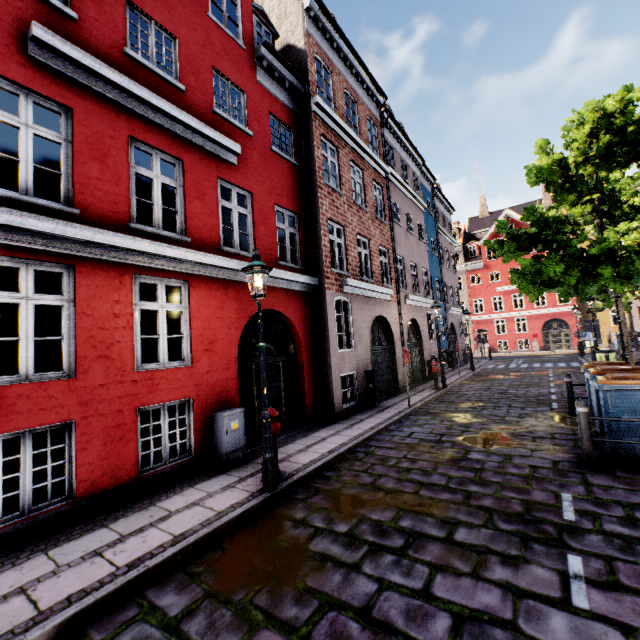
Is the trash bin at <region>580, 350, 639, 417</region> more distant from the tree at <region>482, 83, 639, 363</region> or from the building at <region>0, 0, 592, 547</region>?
the building at <region>0, 0, 592, 547</region>

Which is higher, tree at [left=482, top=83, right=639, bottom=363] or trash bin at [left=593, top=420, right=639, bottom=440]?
tree at [left=482, top=83, right=639, bottom=363]

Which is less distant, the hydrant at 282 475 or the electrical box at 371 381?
the hydrant at 282 475

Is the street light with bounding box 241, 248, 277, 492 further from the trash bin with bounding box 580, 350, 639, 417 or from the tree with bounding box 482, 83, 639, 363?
the trash bin with bounding box 580, 350, 639, 417

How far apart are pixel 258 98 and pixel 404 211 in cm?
1036

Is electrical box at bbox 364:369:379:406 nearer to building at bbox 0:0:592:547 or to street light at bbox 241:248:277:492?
building at bbox 0:0:592:547

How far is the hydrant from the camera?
5.6 meters

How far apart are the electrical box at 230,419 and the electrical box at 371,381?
5.60m
